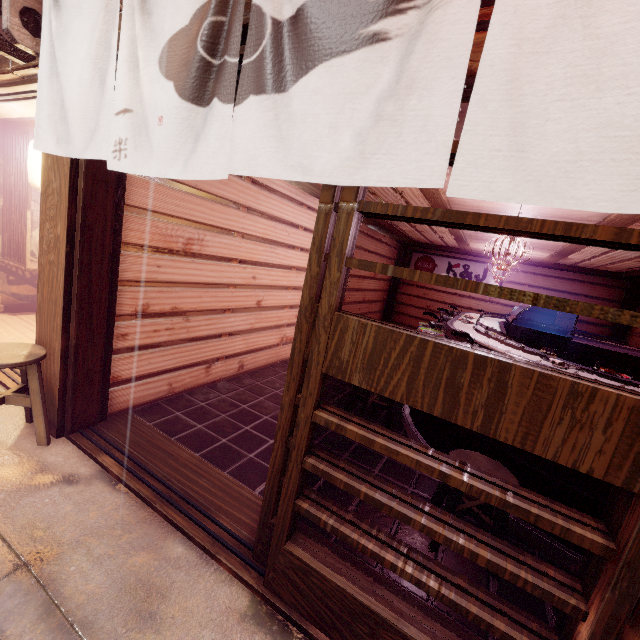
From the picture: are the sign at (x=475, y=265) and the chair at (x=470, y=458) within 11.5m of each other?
no

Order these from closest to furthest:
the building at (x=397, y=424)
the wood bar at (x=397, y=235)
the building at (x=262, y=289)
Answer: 1. the building at (x=262, y=289)
2. the building at (x=397, y=424)
3. the wood bar at (x=397, y=235)

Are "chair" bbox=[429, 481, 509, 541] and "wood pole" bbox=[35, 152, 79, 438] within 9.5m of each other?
yes

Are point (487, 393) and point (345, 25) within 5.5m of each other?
yes

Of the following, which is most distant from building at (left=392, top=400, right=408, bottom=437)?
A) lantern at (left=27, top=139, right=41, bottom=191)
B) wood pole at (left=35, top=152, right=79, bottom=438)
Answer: lantern at (left=27, top=139, right=41, bottom=191)

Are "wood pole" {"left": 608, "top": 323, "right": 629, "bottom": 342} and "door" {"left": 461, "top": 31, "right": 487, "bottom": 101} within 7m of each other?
no

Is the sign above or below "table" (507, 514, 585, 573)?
above

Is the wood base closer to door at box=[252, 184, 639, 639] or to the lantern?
door at box=[252, 184, 639, 639]
